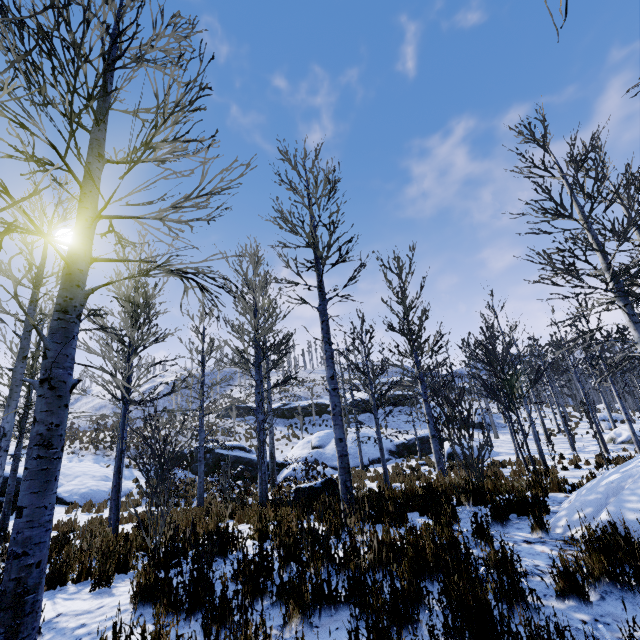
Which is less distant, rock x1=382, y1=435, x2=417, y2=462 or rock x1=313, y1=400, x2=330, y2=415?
rock x1=382, y1=435, x2=417, y2=462

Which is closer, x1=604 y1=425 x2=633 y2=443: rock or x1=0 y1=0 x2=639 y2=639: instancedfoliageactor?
x1=0 y1=0 x2=639 y2=639: instancedfoliageactor

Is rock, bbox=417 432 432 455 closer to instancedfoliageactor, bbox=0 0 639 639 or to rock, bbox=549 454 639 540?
instancedfoliageactor, bbox=0 0 639 639

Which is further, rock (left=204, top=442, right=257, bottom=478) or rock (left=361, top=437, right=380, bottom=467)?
rock (left=361, top=437, right=380, bottom=467)

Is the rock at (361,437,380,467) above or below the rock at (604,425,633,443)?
above

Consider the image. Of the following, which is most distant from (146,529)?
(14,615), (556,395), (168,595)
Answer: (556,395)

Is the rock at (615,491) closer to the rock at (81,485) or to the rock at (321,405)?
the rock at (81,485)

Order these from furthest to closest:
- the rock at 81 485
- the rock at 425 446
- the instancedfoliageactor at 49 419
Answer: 1. the rock at 425 446
2. the rock at 81 485
3. the instancedfoliageactor at 49 419
